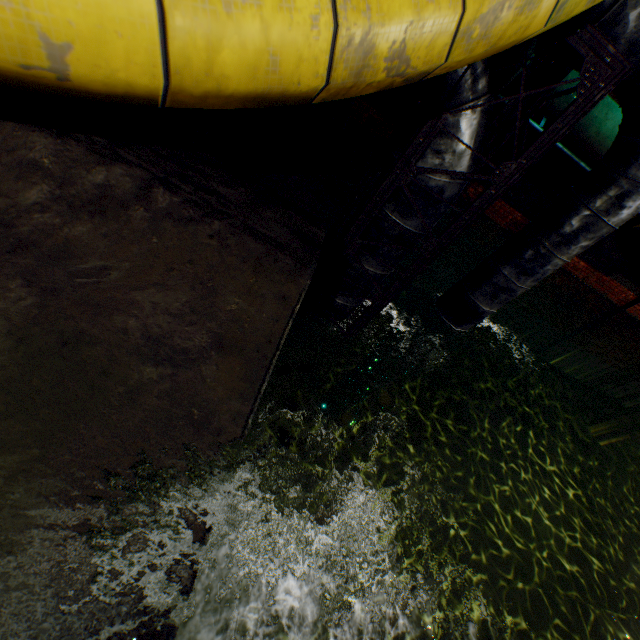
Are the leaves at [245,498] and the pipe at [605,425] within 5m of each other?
no

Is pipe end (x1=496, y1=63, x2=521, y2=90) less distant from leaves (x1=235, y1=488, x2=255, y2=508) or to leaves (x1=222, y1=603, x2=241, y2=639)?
leaves (x1=235, y1=488, x2=255, y2=508)

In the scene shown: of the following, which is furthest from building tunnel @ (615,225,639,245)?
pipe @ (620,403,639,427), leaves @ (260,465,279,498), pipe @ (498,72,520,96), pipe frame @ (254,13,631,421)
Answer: leaves @ (260,465,279,498)

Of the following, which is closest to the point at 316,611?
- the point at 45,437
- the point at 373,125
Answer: the point at 45,437

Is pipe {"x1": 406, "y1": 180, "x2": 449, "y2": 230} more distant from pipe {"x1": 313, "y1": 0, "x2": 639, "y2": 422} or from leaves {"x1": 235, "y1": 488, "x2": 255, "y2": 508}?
leaves {"x1": 235, "y1": 488, "x2": 255, "y2": 508}

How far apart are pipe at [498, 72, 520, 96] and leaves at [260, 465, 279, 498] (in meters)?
6.80

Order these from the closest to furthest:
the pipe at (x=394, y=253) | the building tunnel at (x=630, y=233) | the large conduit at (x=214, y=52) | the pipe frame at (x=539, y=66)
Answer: the large conduit at (x=214, y=52) → the pipe frame at (x=539, y=66) → the pipe at (x=394, y=253) → the building tunnel at (x=630, y=233)

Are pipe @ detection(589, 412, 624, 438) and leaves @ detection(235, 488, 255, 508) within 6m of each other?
no
